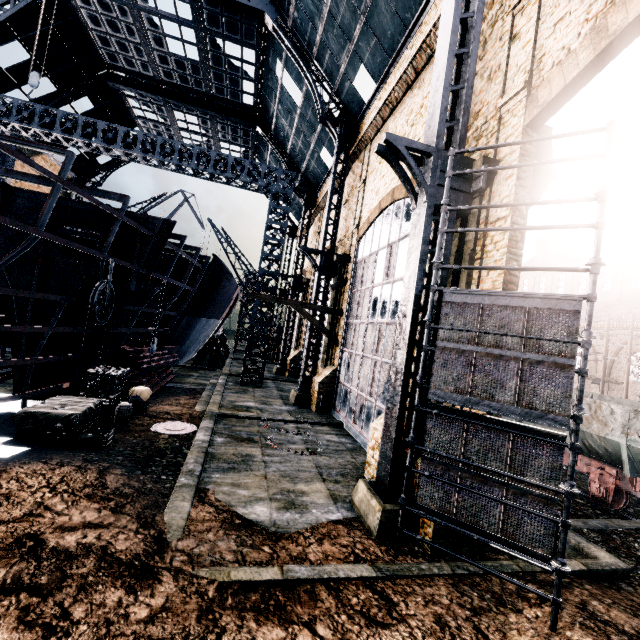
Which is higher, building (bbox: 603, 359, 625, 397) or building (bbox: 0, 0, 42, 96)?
building (bbox: 0, 0, 42, 96)

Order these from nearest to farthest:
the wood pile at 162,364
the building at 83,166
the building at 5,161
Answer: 1. the wood pile at 162,364
2. the building at 5,161
3. the building at 83,166

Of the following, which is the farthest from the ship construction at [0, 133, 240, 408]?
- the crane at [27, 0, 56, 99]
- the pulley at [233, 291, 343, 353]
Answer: the crane at [27, 0, 56, 99]

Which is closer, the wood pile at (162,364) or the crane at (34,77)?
the crane at (34,77)

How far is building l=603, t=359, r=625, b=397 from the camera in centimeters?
3206cm

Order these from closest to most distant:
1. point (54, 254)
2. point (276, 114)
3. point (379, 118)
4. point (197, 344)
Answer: point (379, 118)
point (54, 254)
point (276, 114)
point (197, 344)

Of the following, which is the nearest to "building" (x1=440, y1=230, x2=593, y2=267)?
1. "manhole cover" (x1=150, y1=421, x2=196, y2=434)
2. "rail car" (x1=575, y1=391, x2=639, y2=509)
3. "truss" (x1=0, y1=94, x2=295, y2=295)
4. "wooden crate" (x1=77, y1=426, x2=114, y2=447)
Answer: "truss" (x1=0, y1=94, x2=295, y2=295)

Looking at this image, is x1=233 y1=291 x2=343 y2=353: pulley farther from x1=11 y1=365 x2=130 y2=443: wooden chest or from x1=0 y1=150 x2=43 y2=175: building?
x1=0 y1=150 x2=43 y2=175: building
